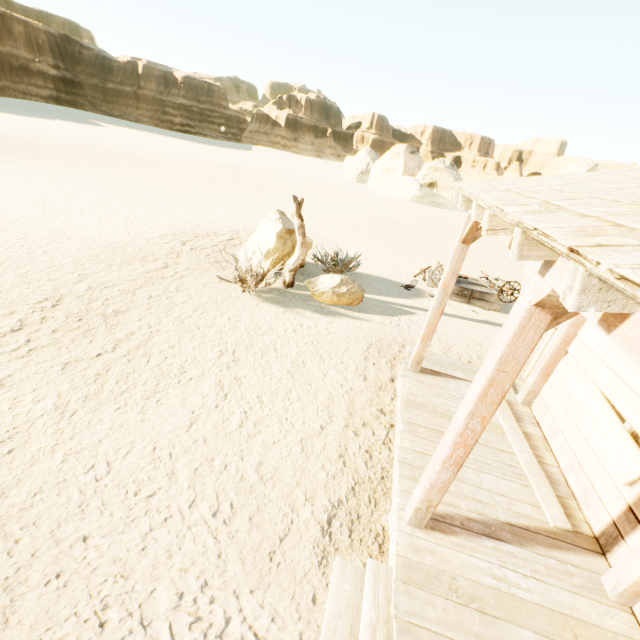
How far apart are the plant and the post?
0.9m

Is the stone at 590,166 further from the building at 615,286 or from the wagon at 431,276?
the building at 615,286

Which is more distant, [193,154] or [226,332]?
[193,154]

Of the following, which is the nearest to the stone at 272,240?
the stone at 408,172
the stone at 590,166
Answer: the stone at 408,172

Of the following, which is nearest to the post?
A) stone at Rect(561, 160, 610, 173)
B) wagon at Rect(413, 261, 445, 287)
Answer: wagon at Rect(413, 261, 445, 287)

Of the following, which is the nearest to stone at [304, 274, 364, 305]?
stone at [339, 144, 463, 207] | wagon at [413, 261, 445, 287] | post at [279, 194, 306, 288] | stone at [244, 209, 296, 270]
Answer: post at [279, 194, 306, 288]

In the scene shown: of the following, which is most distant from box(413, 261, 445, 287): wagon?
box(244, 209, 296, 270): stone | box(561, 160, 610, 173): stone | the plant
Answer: box(561, 160, 610, 173): stone

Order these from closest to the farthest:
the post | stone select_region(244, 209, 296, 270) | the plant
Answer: the post → stone select_region(244, 209, 296, 270) → the plant
